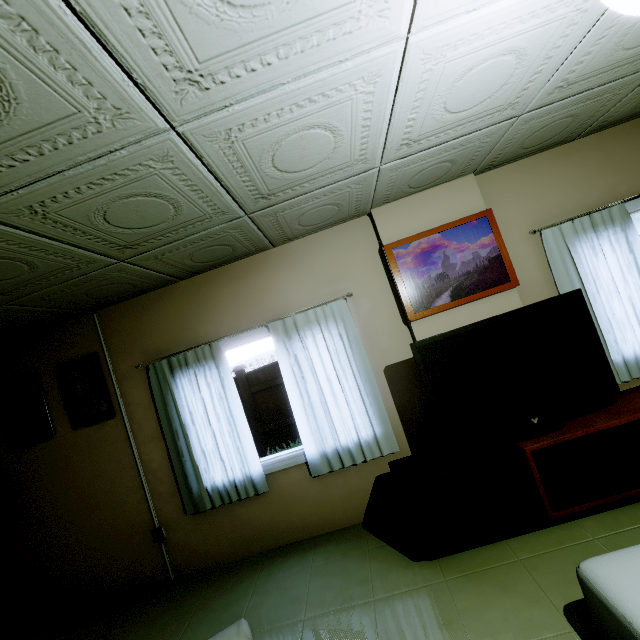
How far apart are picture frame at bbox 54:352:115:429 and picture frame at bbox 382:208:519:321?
3.1m

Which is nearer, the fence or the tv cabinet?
the tv cabinet

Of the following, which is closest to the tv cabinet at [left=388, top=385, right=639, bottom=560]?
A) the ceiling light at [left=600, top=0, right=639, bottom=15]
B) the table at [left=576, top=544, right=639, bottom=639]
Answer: the table at [left=576, top=544, right=639, bottom=639]

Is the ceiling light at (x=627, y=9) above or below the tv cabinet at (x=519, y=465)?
above

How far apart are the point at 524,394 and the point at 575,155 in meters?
2.4 m

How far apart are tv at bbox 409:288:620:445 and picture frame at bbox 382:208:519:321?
A: 0.5 meters

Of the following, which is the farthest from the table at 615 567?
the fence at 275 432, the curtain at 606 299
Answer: the fence at 275 432

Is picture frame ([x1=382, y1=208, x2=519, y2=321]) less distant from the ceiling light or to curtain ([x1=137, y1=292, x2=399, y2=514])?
curtain ([x1=137, y1=292, x2=399, y2=514])
